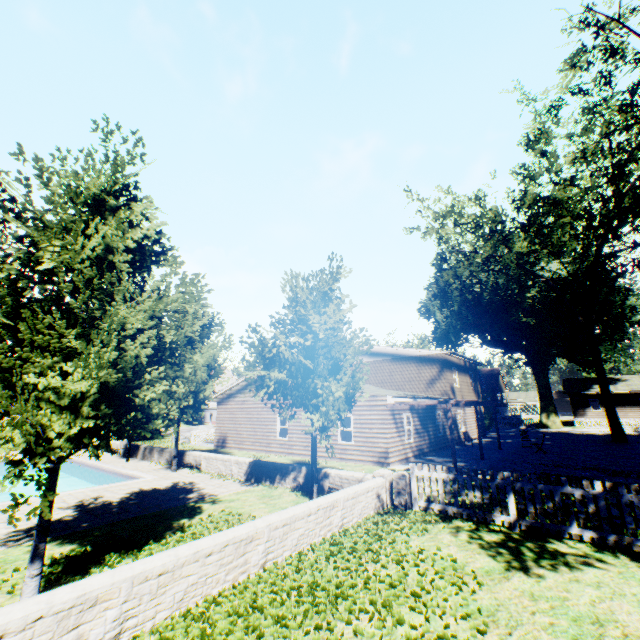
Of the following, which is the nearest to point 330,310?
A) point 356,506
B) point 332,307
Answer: point 332,307

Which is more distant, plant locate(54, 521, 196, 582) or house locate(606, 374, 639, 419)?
house locate(606, 374, 639, 419)

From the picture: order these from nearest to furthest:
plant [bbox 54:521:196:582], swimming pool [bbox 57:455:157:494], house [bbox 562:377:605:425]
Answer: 1. plant [bbox 54:521:196:582]
2. swimming pool [bbox 57:455:157:494]
3. house [bbox 562:377:605:425]

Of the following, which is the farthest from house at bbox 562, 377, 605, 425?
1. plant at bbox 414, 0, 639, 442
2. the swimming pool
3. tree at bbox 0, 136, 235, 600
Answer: the swimming pool

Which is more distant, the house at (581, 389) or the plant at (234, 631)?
the house at (581, 389)

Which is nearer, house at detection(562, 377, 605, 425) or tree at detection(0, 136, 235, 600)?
tree at detection(0, 136, 235, 600)

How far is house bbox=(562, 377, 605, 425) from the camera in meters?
42.8 m

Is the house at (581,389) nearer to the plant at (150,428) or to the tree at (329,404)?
the plant at (150,428)
